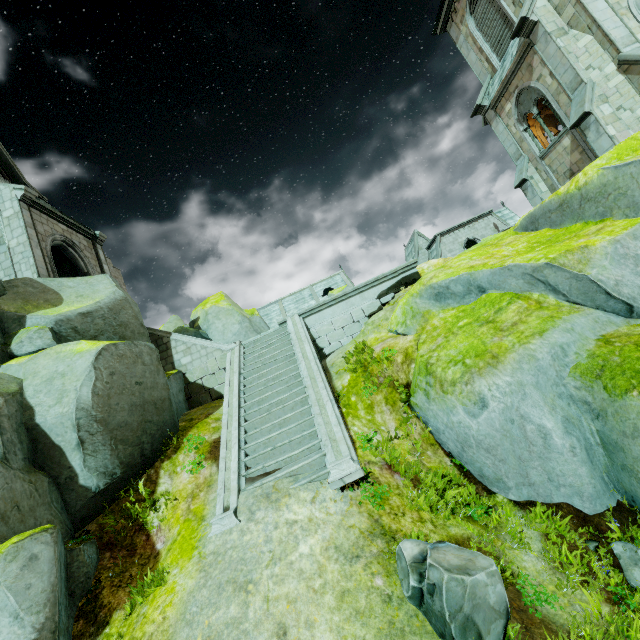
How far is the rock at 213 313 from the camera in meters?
20.2 m

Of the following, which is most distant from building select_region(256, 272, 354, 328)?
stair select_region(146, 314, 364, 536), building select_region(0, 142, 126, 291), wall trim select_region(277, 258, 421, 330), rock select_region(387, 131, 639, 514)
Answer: building select_region(0, 142, 126, 291)

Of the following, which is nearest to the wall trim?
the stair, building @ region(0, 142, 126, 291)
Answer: the stair

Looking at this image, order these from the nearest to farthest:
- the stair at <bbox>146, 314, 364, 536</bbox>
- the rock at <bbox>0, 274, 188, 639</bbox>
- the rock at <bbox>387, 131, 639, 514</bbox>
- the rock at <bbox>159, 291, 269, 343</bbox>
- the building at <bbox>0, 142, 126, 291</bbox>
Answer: the rock at <bbox>0, 274, 188, 639</bbox>
the rock at <bbox>387, 131, 639, 514</bbox>
the stair at <bbox>146, 314, 364, 536</bbox>
the building at <bbox>0, 142, 126, 291</bbox>
the rock at <bbox>159, 291, 269, 343</bbox>

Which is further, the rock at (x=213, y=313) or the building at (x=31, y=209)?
the rock at (x=213, y=313)

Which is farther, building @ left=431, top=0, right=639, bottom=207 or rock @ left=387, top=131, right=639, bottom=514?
building @ left=431, top=0, right=639, bottom=207

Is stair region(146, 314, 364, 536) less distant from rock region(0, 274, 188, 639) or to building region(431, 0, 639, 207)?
rock region(0, 274, 188, 639)

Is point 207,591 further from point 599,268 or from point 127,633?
point 599,268
